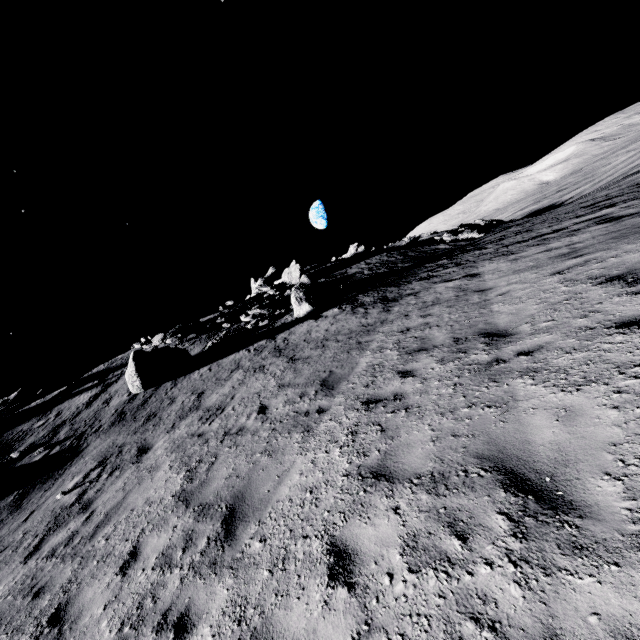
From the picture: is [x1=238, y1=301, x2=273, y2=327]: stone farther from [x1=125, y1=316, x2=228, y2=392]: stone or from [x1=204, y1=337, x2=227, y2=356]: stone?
[x1=125, y1=316, x2=228, y2=392]: stone

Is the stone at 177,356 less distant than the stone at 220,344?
Yes

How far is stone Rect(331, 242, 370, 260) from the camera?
43.97m

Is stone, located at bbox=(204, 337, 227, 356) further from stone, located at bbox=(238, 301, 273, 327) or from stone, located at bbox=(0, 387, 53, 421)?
stone, located at bbox=(0, 387, 53, 421)

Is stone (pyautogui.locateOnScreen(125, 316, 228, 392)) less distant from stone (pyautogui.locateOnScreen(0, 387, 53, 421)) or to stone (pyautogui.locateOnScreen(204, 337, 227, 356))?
stone (pyautogui.locateOnScreen(204, 337, 227, 356))

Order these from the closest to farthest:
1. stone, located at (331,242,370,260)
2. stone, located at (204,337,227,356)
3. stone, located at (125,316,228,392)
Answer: stone, located at (125,316,228,392) < stone, located at (204,337,227,356) < stone, located at (331,242,370,260)

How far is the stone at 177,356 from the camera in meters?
15.4

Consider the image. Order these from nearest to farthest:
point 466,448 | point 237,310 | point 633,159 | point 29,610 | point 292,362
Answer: point 466,448 → point 29,610 → point 292,362 → point 237,310 → point 633,159
